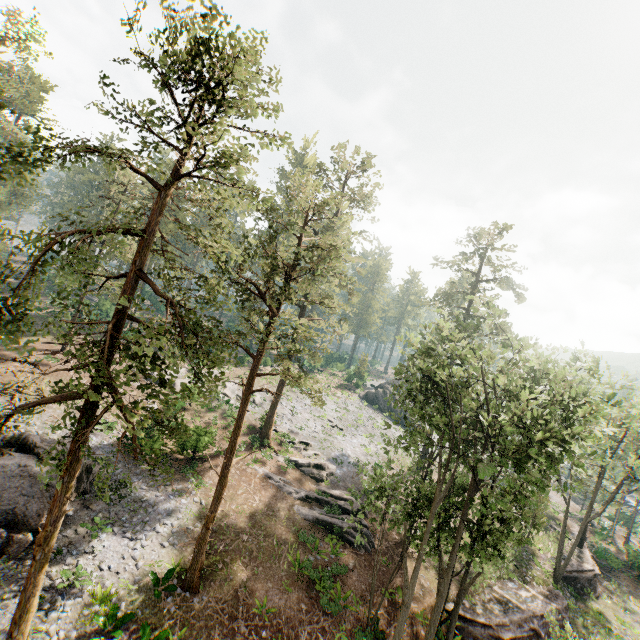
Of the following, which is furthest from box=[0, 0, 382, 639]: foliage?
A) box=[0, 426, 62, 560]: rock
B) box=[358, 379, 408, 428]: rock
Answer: box=[0, 426, 62, 560]: rock

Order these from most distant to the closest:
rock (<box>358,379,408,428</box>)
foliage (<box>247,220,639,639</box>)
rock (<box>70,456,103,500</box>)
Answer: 1. rock (<box>358,379,408,428</box>)
2. rock (<box>70,456,103,500</box>)
3. foliage (<box>247,220,639,639</box>)

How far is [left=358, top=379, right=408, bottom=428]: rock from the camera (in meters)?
50.97

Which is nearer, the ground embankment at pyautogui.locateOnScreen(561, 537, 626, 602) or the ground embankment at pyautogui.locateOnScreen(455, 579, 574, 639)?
the ground embankment at pyautogui.locateOnScreen(455, 579, 574, 639)

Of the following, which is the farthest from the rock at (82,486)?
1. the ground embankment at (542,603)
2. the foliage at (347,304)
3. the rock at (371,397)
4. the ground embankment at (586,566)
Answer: the ground embankment at (586,566)

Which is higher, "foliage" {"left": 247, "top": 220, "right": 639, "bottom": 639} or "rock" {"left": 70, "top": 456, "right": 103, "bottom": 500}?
"foliage" {"left": 247, "top": 220, "right": 639, "bottom": 639}

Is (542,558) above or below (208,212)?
below

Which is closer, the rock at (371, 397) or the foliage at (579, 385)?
the foliage at (579, 385)
